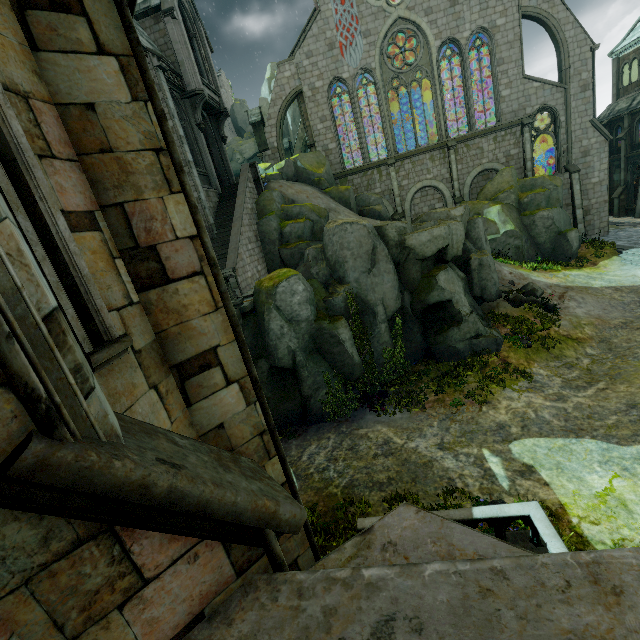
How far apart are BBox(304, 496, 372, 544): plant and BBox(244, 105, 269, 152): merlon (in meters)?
27.66

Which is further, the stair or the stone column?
the stone column

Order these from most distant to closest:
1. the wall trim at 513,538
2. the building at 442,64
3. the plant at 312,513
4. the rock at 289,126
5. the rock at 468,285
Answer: the rock at 289,126
the building at 442,64
the rock at 468,285
the plant at 312,513
the wall trim at 513,538

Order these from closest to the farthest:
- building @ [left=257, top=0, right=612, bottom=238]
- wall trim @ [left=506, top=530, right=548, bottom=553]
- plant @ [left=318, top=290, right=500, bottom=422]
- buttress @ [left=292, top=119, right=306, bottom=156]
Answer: wall trim @ [left=506, top=530, right=548, bottom=553] < plant @ [left=318, top=290, right=500, bottom=422] < building @ [left=257, top=0, right=612, bottom=238] < buttress @ [left=292, top=119, right=306, bottom=156]

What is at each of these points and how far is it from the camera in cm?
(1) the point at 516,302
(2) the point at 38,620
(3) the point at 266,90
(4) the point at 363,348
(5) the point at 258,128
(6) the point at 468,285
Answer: (1) rock, 1792
(2) building, 159
(3) rock, 4675
(4) plant, 1520
(5) merlon, 2741
(6) rock, 1834

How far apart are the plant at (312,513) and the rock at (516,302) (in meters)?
15.11

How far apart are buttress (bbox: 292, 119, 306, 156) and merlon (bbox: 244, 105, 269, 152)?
11.0m

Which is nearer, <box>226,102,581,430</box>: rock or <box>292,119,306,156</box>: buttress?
<box>226,102,581,430</box>: rock
